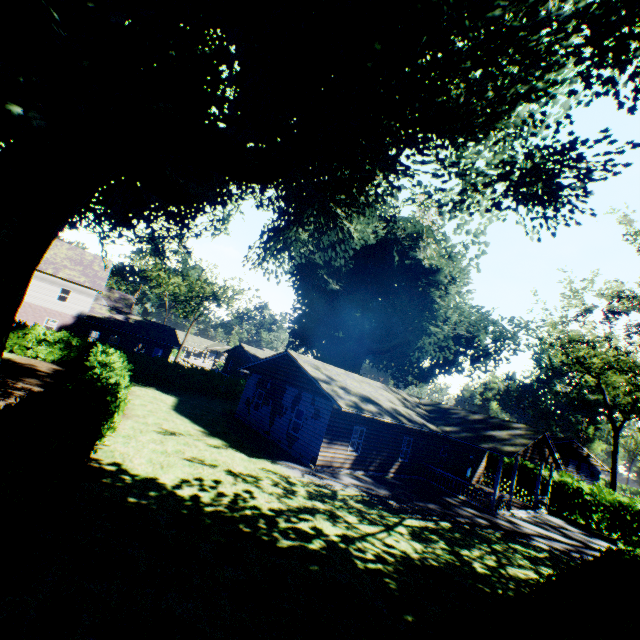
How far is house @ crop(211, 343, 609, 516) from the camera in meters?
18.1

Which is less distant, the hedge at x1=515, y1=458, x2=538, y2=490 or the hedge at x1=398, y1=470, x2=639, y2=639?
the hedge at x1=398, y1=470, x2=639, y2=639

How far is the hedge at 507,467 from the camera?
30.4m

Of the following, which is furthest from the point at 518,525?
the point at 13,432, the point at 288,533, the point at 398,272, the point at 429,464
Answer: the point at 13,432

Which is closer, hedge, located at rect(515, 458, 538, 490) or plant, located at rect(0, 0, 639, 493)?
plant, located at rect(0, 0, 639, 493)

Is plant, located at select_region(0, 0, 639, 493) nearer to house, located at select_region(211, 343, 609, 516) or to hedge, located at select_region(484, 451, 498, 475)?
house, located at select_region(211, 343, 609, 516)

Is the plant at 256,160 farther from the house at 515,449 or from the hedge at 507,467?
the hedge at 507,467
